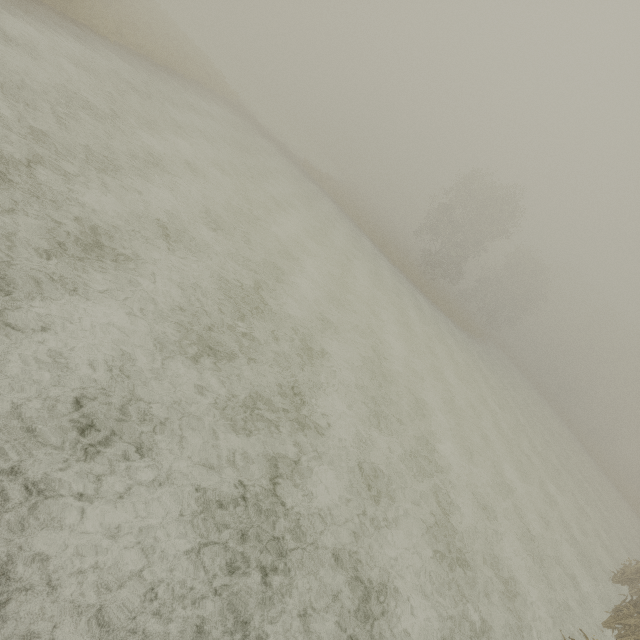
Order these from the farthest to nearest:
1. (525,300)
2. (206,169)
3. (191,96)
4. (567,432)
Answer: (525,300), (567,432), (191,96), (206,169)

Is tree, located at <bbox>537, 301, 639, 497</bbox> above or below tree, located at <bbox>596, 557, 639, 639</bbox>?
above

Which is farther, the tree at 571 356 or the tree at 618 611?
the tree at 571 356

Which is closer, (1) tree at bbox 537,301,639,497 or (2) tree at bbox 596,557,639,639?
(2) tree at bbox 596,557,639,639

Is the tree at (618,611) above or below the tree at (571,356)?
below
